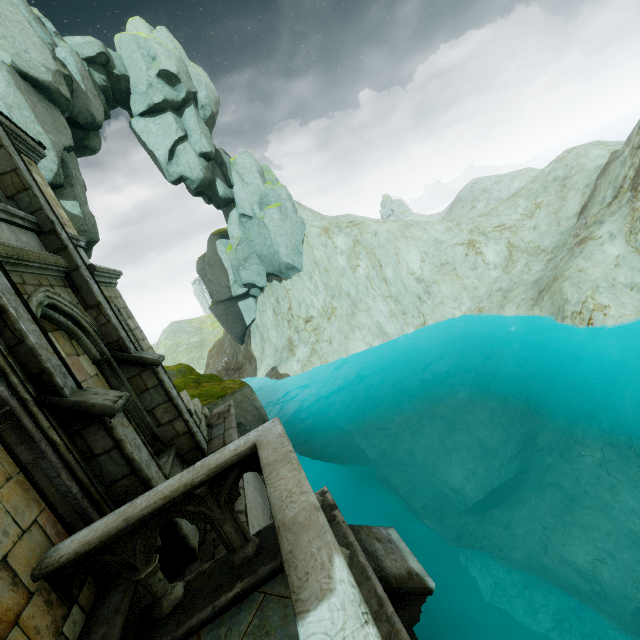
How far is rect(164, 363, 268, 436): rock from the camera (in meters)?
13.81

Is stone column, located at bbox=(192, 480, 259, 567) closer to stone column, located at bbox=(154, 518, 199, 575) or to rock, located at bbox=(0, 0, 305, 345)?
stone column, located at bbox=(154, 518, 199, 575)

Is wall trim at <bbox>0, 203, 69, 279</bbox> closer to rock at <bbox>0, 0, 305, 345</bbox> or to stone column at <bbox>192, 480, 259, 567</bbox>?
rock at <bbox>0, 0, 305, 345</bbox>

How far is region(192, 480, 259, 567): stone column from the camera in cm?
381

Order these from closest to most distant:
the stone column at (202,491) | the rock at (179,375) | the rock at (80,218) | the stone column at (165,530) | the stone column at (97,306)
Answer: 1. the stone column at (202,491)
2. the stone column at (165,530)
3. the stone column at (97,306)
4. the rock at (179,375)
5. the rock at (80,218)

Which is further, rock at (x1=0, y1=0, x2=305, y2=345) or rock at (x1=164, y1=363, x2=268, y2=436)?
rock at (x1=0, y1=0, x2=305, y2=345)

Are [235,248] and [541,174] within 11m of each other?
no

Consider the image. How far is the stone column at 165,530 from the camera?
4.6 meters
